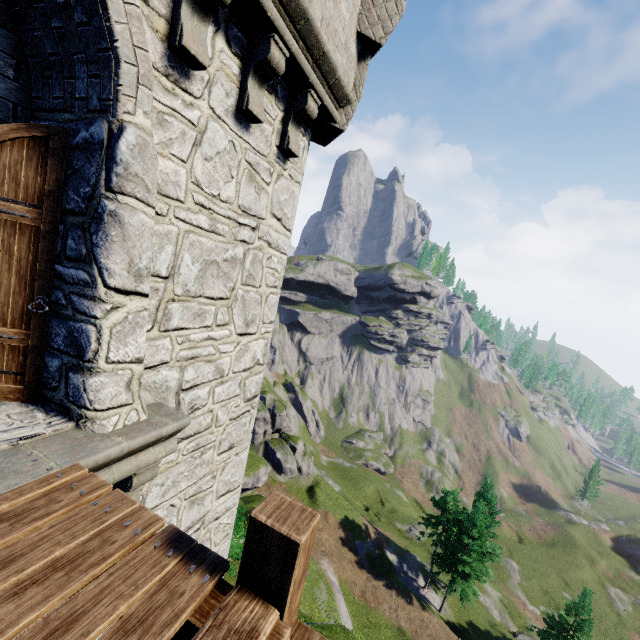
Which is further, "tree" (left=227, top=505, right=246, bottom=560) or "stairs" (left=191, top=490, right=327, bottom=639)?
"tree" (left=227, top=505, right=246, bottom=560)

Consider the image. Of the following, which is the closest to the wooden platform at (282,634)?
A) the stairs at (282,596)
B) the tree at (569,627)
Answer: the stairs at (282,596)

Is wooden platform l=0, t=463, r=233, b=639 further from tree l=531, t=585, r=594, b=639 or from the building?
tree l=531, t=585, r=594, b=639

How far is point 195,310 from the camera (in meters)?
4.05

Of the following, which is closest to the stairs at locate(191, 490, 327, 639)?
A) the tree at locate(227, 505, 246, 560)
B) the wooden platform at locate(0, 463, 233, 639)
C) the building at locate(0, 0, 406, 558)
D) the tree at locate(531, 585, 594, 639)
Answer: the wooden platform at locate(0, 463, 233, 639)

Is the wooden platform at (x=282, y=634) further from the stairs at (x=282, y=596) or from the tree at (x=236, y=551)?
the tree at (x=236, y=551)

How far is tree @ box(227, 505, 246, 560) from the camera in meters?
14.9 m

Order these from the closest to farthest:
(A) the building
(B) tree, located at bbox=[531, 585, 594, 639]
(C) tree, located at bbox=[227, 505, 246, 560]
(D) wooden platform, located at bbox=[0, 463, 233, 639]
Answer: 1. (D) wooden platform, located at bbox=[0, 463, 233, 639]
2. (A) the building
3. (C) tree, located at bbox=[227, 505, 246, 560]
4. (B) tree, located at bbox=[531, 585, 594, 639]
